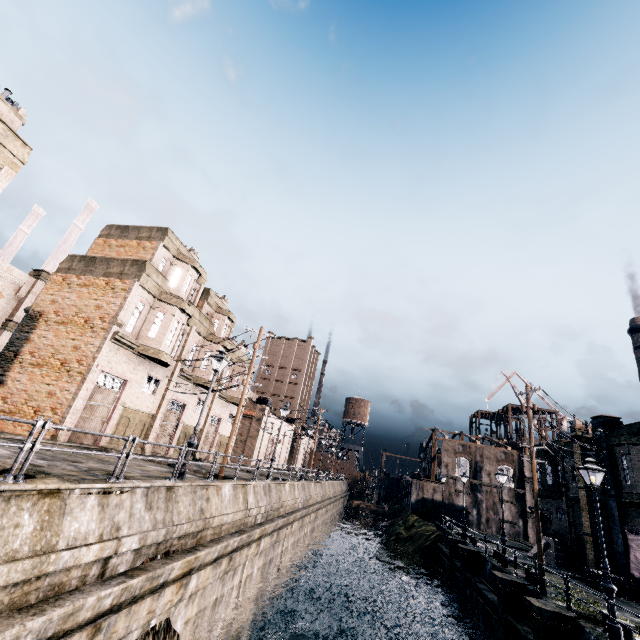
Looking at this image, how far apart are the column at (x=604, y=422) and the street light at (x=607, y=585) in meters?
14.9

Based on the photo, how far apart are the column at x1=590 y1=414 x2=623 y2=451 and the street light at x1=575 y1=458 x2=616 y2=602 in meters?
14.9

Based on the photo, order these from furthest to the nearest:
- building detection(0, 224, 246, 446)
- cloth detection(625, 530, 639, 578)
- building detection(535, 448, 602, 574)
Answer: building detection(535, 448, 602, 574), cloth detection(625, 530, 639, 578), building detection(0, 224, 246, 446)

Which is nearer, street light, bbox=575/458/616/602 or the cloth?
street light, bbox=575/458/616/602

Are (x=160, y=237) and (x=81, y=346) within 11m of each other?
yes

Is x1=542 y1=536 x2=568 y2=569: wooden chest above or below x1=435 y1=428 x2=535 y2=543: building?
below

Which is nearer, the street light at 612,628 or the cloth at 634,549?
the street light at 612,628

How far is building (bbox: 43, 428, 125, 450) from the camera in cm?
1809
